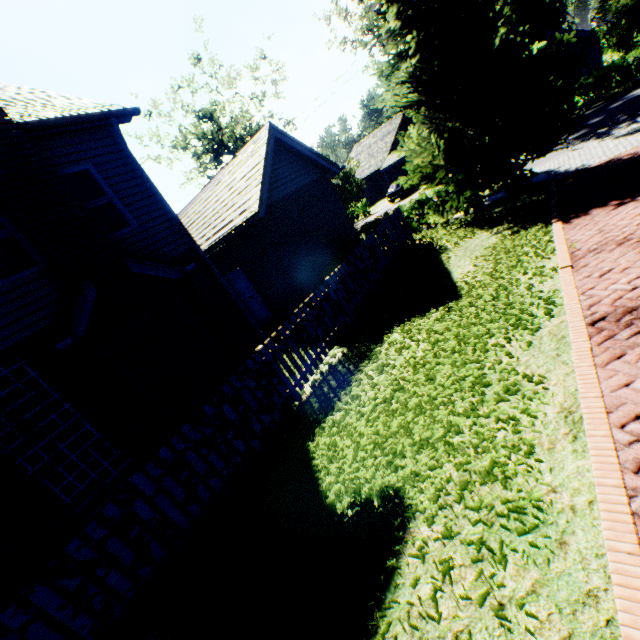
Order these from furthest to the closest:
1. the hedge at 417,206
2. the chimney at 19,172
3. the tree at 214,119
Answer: the tree at 214,119 < the hedge at 417,206 < the chimney at 19,172

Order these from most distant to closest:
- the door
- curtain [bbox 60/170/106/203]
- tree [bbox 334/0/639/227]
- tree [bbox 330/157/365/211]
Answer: tree [bbox 330/157/365/211]
the door
tree [bbox 334/0/639/227]
curtain [bbox 60/170/106/203]

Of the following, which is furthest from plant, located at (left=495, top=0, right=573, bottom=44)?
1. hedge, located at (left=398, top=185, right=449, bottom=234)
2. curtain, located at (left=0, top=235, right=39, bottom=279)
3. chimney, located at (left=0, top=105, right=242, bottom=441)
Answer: curtain, located at (left=0, top=235, right=39, bottom=279)

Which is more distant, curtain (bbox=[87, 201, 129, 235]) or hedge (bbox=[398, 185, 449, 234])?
hedge (bbox=[398, 185, 449, 234])

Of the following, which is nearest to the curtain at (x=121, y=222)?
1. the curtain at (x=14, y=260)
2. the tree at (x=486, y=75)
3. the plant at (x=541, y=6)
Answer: the curtain at (x=14, y=260)

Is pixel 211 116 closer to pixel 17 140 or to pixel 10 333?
pixel 17 140

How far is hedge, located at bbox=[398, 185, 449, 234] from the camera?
15.12m

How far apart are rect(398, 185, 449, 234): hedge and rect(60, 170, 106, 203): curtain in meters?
12.2
